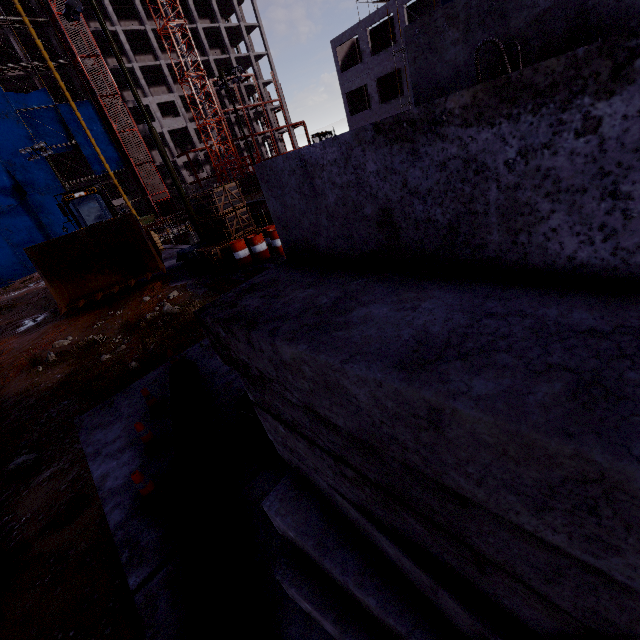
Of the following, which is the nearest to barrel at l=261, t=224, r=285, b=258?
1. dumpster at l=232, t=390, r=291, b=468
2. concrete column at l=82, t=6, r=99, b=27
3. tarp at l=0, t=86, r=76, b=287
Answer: dumpster at l=232, t=390, r=291, b=468

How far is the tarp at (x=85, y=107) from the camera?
39.66m

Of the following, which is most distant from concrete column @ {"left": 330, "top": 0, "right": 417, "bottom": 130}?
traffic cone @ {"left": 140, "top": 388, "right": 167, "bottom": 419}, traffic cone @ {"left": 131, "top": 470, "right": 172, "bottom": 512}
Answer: traffic cone @ {"left": 131, "top": 470, "right": 172, "bottom": 512}

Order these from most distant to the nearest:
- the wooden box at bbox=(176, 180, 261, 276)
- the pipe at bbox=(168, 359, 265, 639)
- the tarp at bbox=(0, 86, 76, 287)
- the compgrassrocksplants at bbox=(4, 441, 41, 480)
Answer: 1. the tarp at bbox=(0, 86, 76, 287)
2. the wooden box at bbox=(176, 180, 261, 276)
3. the compgrassrocksplants at bbox=(4, 441, 41, 480)
4. the pipe at bbox=(168, 359, 265, 639)

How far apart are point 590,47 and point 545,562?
1.06m

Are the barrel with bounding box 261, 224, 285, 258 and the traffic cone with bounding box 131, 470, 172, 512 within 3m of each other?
no

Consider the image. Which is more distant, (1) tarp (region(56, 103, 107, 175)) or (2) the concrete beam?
(1) tarp (region(56, 103, 107, 175))

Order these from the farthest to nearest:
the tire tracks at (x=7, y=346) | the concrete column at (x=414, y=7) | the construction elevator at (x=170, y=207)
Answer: Result:
1. the construction elevator at (x=170, y=207)
2. the concrete column at (x=414, y=7)
3. the tire tracks at (x=7, y=346)
